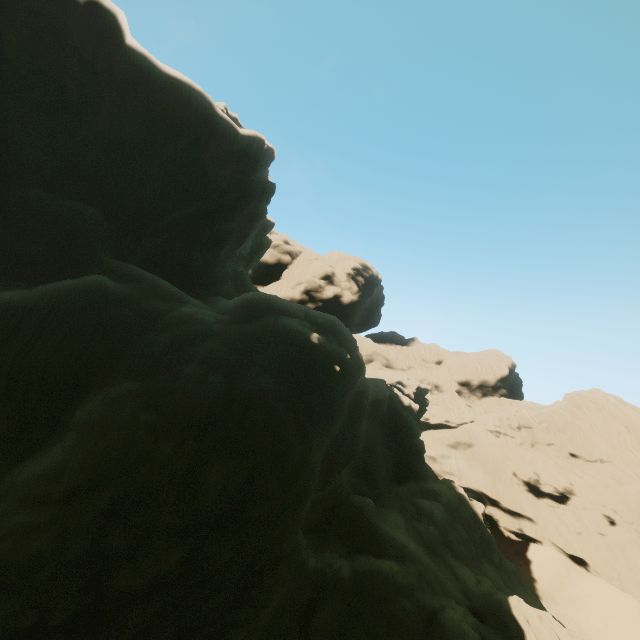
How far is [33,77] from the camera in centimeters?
1967cm
